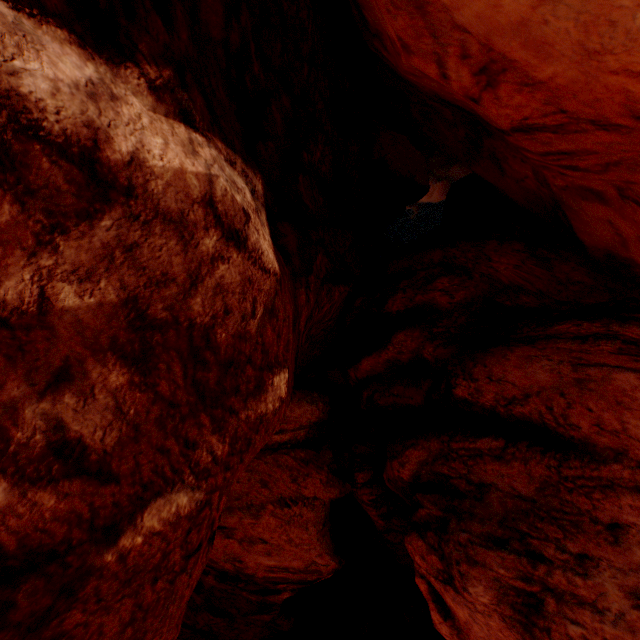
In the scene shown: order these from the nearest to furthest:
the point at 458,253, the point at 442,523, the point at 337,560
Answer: the point at 442,523
the point at 458,253
the point at 337,560
